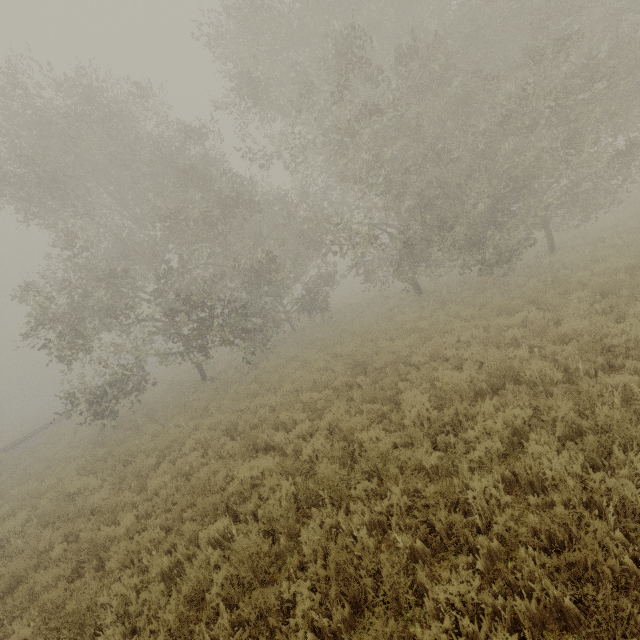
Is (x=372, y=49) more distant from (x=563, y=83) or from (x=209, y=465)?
(x=209, y=465)
